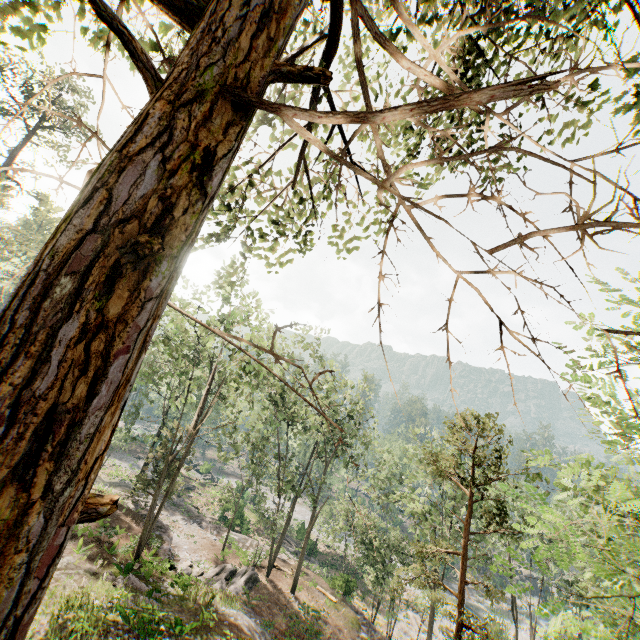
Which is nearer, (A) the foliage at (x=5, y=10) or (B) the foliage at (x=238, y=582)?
(A) the foliage at (x=5, y=10)

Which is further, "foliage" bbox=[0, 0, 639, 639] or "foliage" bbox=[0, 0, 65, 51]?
"foliage" bbox=[0, 0, 65, 51]

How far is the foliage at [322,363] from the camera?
29.0 meters

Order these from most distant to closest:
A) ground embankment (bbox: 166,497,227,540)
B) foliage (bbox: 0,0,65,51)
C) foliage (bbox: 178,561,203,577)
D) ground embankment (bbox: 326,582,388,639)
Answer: ground embankment (bbox: 166,497,227,540) < ground embankment (bbox: 326,582,388,639) < foliage (bbox: 178,561,203,577) < foliage (bbox: 0,0,65,51)

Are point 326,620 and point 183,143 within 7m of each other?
no

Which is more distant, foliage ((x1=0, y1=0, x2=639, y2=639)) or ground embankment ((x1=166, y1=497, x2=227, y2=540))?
ground embankment ((x1=166, y1=497, x2=227, y2=540))

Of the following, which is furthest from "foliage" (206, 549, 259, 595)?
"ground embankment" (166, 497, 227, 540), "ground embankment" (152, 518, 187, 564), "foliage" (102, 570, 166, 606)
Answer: "foliage" (102, 570, 166, 606)

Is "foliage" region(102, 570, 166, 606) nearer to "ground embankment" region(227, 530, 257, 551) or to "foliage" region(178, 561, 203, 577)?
"foliage" region(178, 561, 203, 577)
